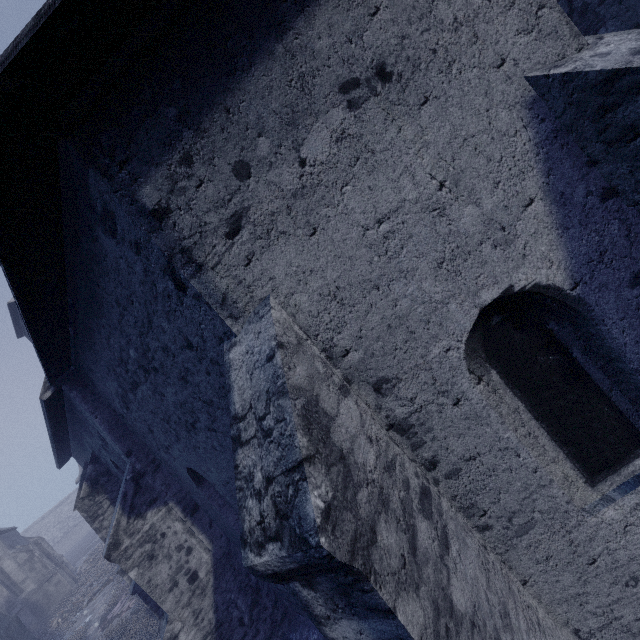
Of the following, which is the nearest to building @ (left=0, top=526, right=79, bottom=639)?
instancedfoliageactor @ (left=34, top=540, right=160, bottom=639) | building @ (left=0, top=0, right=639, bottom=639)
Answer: instancedfoliageactor @ (left=34, top=540, right=160, bottom=639)

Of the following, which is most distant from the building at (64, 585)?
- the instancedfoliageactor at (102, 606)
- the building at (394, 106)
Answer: the building at (394, 106)

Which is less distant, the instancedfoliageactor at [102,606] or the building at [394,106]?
the building at [394,106]

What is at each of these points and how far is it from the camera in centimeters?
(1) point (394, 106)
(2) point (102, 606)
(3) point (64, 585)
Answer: (1) building, 238cm
(2) instancedfoliageactor, 1741cm
(3) building, 2564cm

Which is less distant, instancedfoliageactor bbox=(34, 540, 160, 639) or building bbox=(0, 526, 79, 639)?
instancedfoliageactor bbox=(34, 540, 160, 639)

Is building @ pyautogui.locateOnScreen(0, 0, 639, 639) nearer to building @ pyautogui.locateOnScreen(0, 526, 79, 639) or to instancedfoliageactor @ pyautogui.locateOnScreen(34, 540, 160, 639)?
instancedfoliageactor @ pyautogui.locateOnScreen(34, 540, 160, 639)

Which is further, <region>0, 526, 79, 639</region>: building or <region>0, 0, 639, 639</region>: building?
<region>0, 526, 79, 639</region>: building

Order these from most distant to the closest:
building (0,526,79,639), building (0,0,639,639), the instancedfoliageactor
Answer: building (0,526,79,639) < the instancedfoliageactor < building (0,0,639,639)
